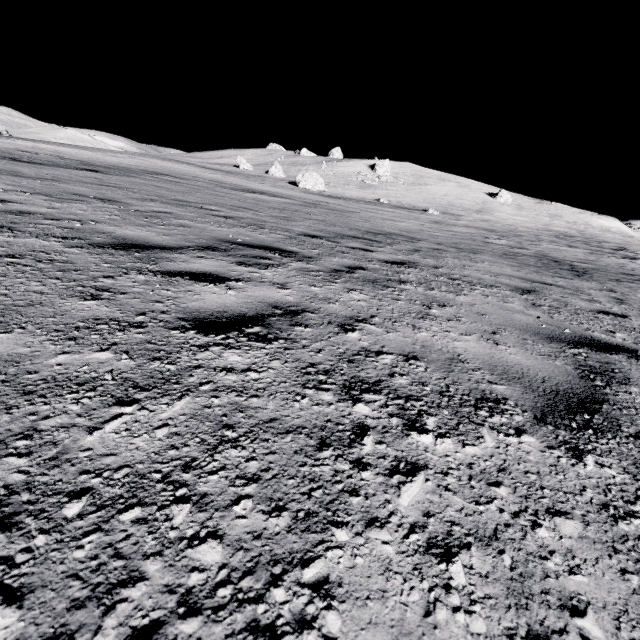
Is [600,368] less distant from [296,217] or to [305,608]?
[305,608]

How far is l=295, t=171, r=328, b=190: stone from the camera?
40.59m

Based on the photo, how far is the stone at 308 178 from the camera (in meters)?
40.59
